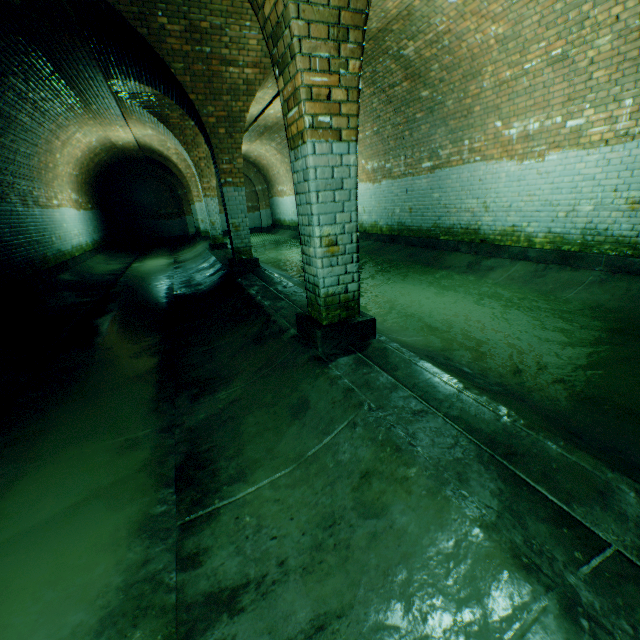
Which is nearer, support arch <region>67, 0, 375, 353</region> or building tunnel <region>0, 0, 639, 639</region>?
building tunnel <region>0, 0, 639, 639</region>

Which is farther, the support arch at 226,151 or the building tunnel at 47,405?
the support arch at 226,151

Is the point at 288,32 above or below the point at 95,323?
above
